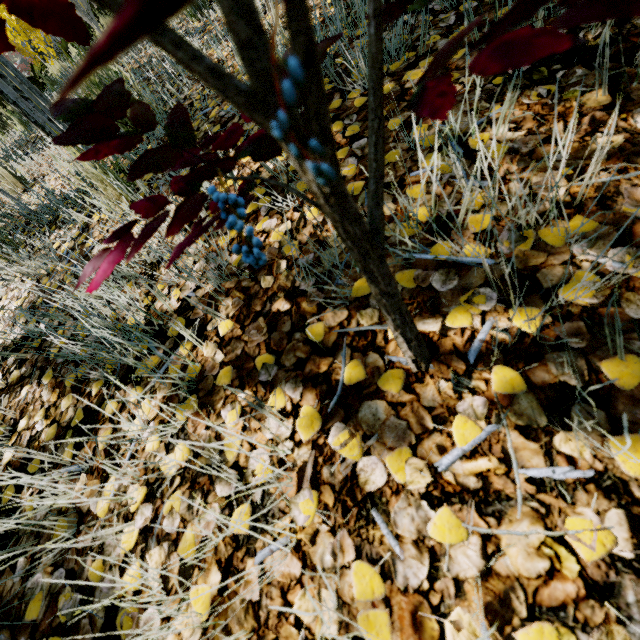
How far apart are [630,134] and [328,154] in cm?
78

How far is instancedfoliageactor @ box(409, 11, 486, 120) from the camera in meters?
0.2 m

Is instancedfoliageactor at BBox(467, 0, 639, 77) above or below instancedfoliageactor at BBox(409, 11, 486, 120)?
above

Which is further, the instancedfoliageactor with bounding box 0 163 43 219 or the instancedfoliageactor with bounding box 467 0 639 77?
the instancedfoliageactor with bounding box 0 163 43 219

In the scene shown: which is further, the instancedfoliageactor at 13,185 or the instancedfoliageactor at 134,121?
the instancedfoliageactor at 13,185
